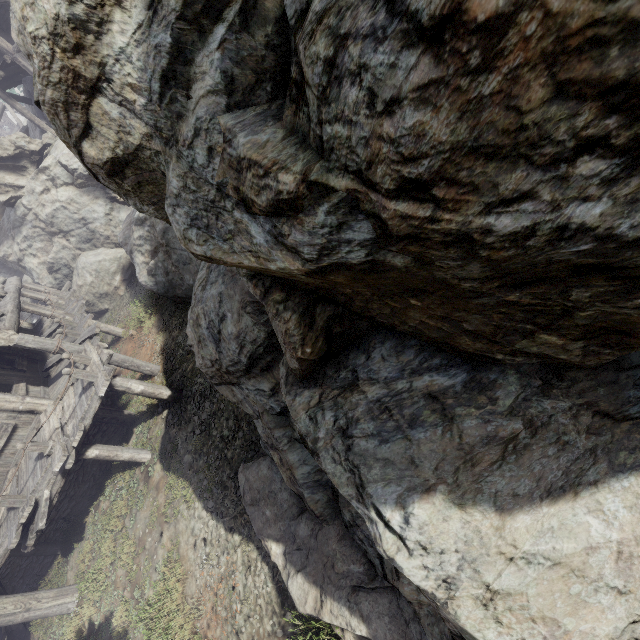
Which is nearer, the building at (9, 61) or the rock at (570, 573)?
the rock at (570, 573)

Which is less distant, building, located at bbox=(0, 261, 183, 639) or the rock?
the rock

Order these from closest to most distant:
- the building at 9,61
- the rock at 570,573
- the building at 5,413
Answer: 1. the rock at 570,573
2. the building at 5,413
3. the building at 9,61

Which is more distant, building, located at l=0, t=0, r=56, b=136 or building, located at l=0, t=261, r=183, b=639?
building, located at l=0, t=0, r=56, b=136

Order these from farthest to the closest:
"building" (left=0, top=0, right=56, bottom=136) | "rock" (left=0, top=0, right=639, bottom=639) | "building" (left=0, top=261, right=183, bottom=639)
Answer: "building" (left=0, top=0, right=56, bottom=136) → "building" (left=0, top=261, right=183, bottom=639) → "rock" (left=0, top=0, right=639, bottom=639)

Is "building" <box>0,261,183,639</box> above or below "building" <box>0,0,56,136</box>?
below

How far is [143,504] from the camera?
9.9 meters
